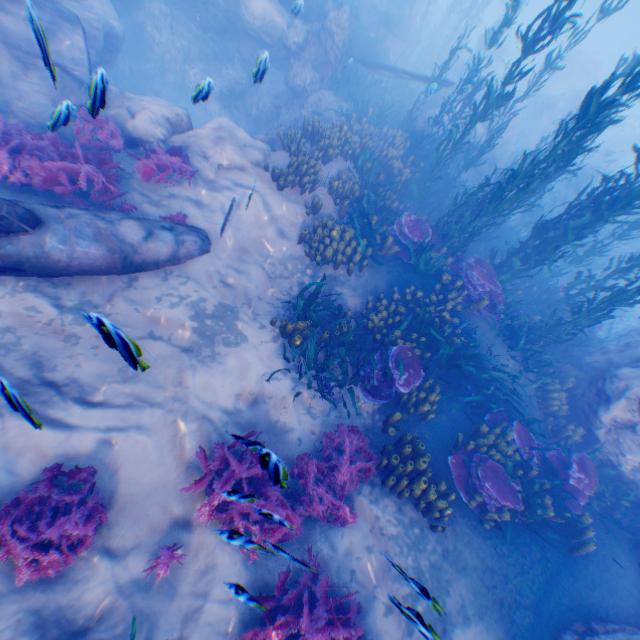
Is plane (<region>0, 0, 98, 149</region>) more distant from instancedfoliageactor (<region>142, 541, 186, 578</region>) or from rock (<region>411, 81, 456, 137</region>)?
instancedfoliageactor (<region>142, 541, 186, 578</region>)

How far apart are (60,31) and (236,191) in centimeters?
528cm

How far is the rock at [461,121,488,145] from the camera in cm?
1515

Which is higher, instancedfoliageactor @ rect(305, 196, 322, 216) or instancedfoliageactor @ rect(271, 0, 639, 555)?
instancedfoliageactor @ rect(305, 196, 322, 216)

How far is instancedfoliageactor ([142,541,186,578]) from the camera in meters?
4.3 m

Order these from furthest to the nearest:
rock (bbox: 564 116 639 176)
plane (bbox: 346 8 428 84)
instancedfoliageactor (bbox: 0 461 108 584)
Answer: rock (bbox: 564 116 639 176) < plane (bbox: 346 8 428 84) < instancedfoliageactor (bbox: 0 461 108 584)

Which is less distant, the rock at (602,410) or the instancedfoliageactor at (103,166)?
the instancedfoliageactor at (103,166)

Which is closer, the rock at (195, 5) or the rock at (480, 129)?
the rock at (195, 5)
